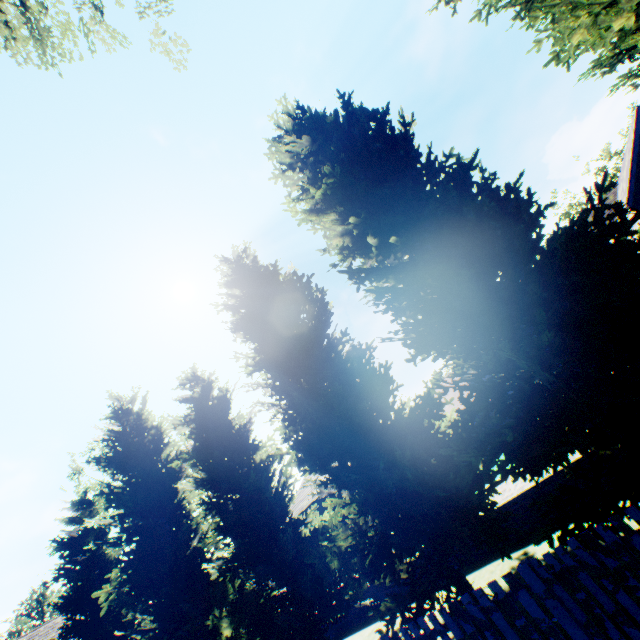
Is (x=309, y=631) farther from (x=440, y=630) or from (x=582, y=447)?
(x=582, y=447)

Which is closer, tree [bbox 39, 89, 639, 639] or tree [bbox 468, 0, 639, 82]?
tree [bbox 39, 89, 639, 639]

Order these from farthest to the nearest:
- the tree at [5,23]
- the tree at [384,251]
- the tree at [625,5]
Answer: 1. the tree at [5,23]
2. the tree at [625,5]
3. the tree at [384,251]

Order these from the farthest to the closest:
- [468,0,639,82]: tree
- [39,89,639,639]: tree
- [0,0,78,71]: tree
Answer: [0,0,78,71]: tree, [468,0,639,82]: tree, [39,89,639,639]: tree

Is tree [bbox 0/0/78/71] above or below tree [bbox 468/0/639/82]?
above

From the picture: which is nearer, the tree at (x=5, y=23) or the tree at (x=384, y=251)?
the tree at (x=384, y=251)
